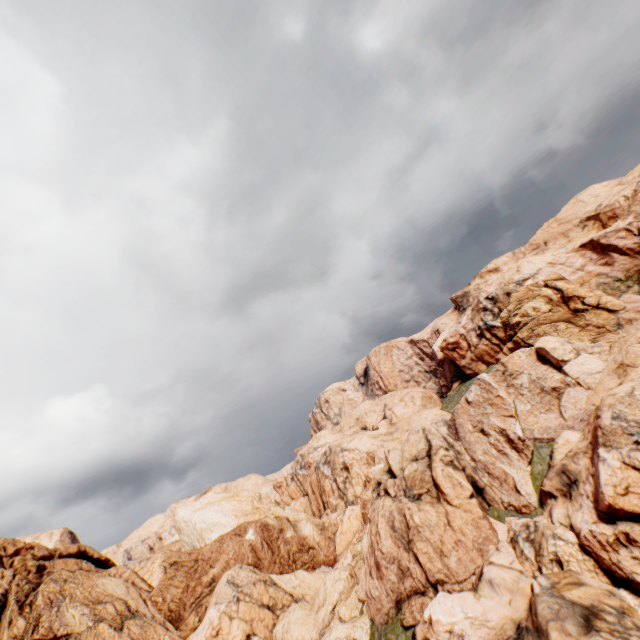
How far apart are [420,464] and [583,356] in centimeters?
1345cm
